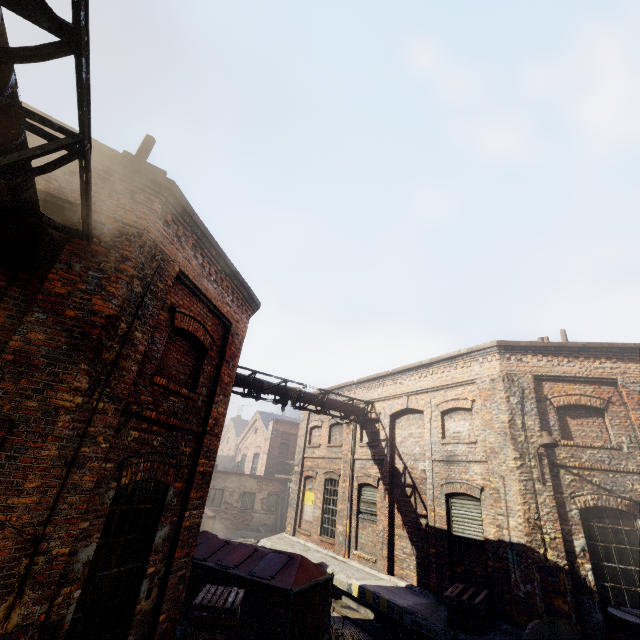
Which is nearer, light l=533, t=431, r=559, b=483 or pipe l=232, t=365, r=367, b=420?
light l=533, t=431, r=559, b=483

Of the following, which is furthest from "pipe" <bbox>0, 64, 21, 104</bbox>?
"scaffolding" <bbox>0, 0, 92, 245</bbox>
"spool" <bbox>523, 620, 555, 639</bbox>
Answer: "spool" <bbox>523, 620, 555, 639</bbox>

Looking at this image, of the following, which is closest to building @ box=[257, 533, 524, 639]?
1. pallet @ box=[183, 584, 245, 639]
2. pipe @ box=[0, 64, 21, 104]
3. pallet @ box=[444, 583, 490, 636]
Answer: pallet @ box=[444, 583, 490, 636]

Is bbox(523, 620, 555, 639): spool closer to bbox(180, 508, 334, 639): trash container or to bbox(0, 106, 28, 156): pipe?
bbox(180, 508, 334, 639): trash container

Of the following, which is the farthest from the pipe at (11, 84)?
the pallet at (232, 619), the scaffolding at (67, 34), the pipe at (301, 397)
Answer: the pipe at (301, 397)

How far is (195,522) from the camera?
6.54m

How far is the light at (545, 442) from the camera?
8.44m

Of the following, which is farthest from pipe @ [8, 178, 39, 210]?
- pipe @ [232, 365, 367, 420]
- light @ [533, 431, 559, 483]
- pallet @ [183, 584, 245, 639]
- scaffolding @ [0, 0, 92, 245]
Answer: light @ [533, 431, 559, 483]
